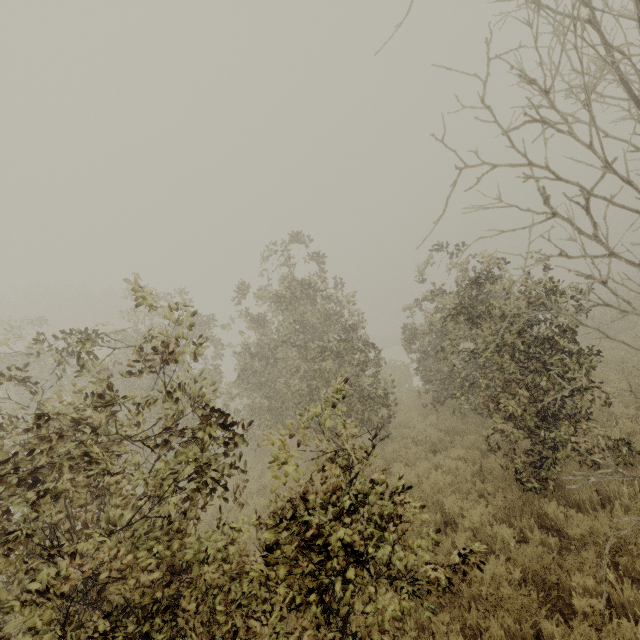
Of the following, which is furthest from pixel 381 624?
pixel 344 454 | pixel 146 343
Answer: pixel 146 343
